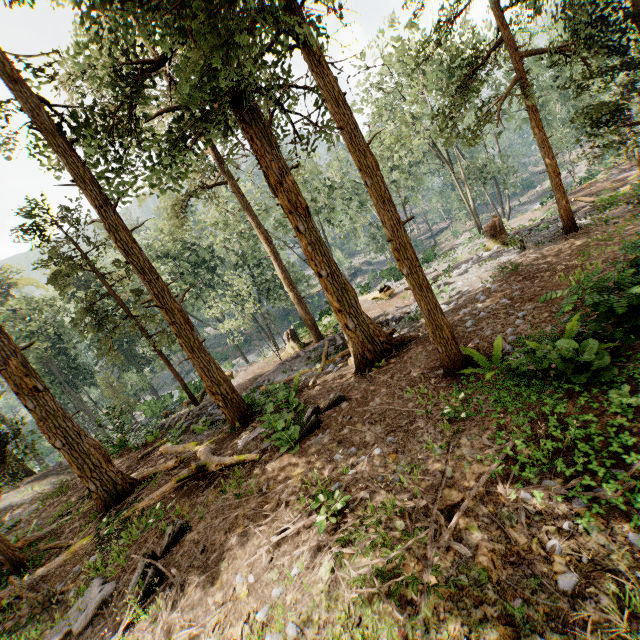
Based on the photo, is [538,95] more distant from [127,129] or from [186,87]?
[127,129]

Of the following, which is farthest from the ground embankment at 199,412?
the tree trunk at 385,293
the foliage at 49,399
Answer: the tree trunk at 385,293

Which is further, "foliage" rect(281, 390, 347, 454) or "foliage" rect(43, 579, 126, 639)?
"foliage" rect(281, 390, 347, 454)

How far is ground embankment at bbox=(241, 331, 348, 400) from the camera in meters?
15.5

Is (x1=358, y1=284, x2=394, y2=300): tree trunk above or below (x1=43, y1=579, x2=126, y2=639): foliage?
below

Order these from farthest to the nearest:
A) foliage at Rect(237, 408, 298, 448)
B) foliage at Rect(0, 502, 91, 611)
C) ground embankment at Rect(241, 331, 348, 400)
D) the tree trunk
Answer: the tree trunk
ground embankment at Rect(241, 331, 348, 400)
foliage at Rect(237, 408, 298, 448)
foliage at Rect(0, 502, 91, 611)

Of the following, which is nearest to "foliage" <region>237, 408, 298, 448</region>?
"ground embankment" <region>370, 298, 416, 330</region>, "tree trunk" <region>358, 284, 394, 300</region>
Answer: "ground embankment" <region>370, 298, 416, 330</region>
